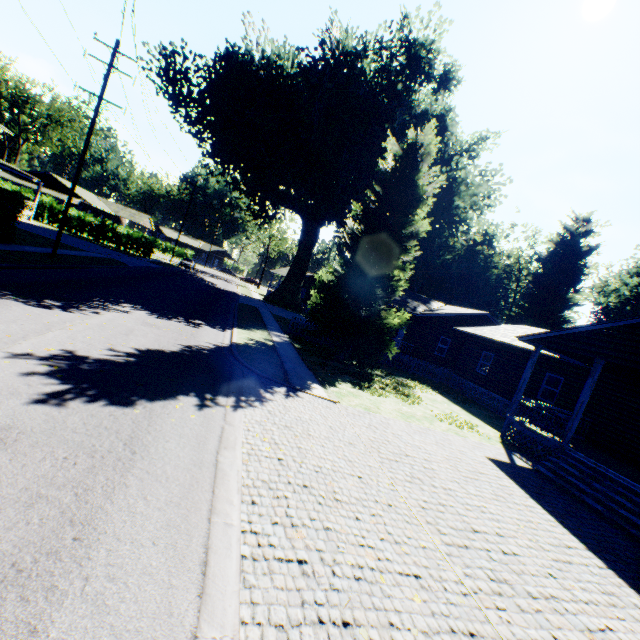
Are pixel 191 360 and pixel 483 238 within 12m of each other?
no

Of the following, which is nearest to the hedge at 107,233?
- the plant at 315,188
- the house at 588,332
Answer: the plant at 315,188

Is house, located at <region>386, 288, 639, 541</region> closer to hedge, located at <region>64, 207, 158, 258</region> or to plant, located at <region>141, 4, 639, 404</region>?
plant, located at <region>141, 4, 639, 404</region>

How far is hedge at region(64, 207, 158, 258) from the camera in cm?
4006

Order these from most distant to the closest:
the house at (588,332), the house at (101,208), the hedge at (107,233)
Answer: the house at (101,208), the hedge at (107,233), the house at (588,332)

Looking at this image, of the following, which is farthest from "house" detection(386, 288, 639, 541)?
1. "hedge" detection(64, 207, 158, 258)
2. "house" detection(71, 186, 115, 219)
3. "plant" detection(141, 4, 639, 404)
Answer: "house" detection(71, 186, 115, 219)

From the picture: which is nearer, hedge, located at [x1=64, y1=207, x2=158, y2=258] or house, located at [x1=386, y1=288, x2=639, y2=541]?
house, located at [x1=386, y1=288, x2=639, y2=541]

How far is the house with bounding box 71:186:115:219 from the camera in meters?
50.3 m
